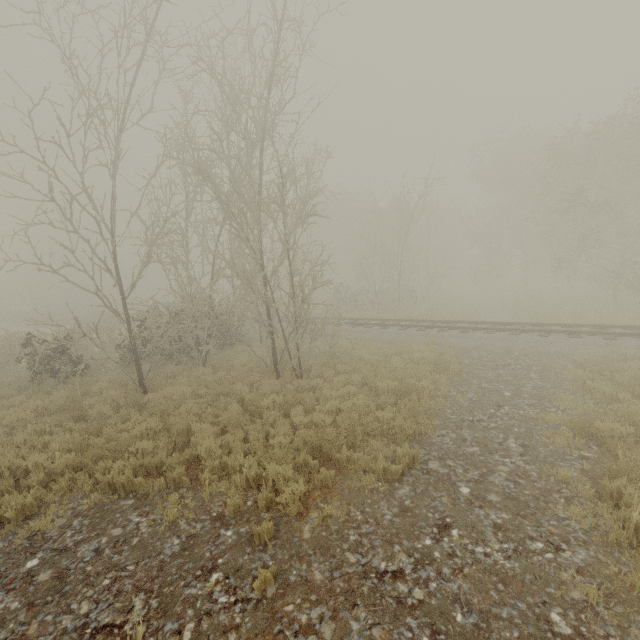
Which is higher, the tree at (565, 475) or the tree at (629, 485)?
the tree at (629, 485)

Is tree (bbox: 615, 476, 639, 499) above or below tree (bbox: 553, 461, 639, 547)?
above

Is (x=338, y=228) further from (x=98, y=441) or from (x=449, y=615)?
(x=449, y=615)
